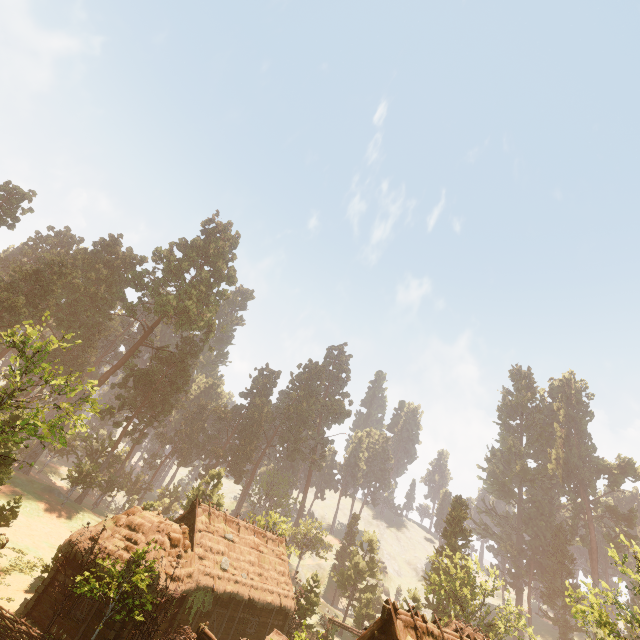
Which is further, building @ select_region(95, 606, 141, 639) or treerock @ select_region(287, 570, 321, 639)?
treerock @ select_region(287, 570, 321, 639)

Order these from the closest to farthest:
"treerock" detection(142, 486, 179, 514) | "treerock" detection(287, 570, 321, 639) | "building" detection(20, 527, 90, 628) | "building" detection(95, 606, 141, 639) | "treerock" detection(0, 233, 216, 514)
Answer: "building" detection(95, 606, 141, 639) → "building" detection(20, 527, 90, 628) → "treerock" detection(0, 233, 216, 514) → "treerock" detection(287, 570, 321, 639) → "treerock" detection(142, 486, 179, 514)

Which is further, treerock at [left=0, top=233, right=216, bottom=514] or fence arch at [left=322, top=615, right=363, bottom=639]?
fence arch at [left=322, top=615, right=363, bottom=639]

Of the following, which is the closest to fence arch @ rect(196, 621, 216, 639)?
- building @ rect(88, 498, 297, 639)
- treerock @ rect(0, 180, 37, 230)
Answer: building @ rect(88, 498, 297, 639)

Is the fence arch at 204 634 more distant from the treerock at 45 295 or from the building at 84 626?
the treerock at 45 295

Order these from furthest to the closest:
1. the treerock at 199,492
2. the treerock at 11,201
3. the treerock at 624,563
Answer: the treerock at 11,201, the treerock at 199,492, the treerock at 624,563

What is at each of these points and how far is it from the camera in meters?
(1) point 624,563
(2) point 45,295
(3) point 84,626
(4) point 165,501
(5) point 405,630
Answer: (1) treerock, 22.2
(2) treerock, 45.0
(3) building, 17.7
(4) treerock, 54.2
(5) building, 15.6

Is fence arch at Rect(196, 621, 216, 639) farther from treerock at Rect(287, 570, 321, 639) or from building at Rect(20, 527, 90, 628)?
treerock at Rect(287, 570, 321, 639)
